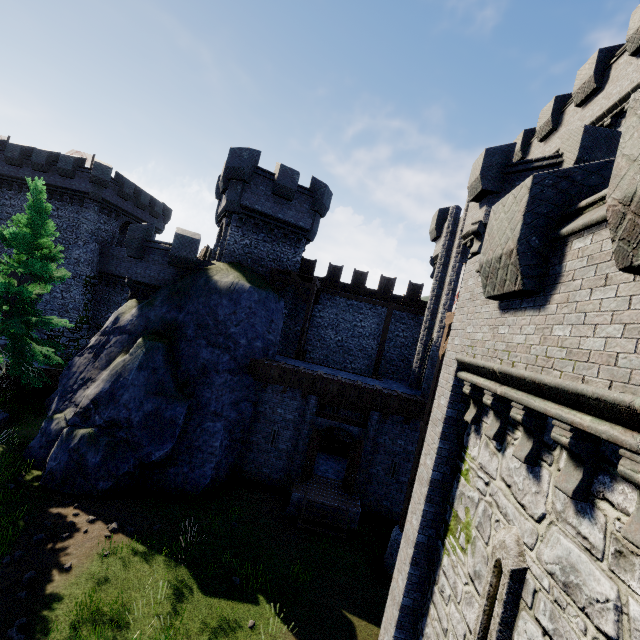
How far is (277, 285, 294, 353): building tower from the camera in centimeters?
2139cm

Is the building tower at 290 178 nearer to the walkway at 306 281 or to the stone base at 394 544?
the walkway at 306 281

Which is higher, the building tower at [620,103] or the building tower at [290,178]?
the building tower at [620,103]

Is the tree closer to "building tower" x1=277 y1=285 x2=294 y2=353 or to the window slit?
"building tower" x1=277 y1=285 x2=294 y2=353

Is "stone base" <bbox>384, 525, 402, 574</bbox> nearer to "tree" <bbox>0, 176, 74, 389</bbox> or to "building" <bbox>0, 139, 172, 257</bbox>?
"tree" <bbox>0, 176, 74, 389</bbox>

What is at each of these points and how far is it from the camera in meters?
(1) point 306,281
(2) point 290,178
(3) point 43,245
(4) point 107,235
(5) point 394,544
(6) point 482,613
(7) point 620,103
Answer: (1) walkway, 21.9 m
(2) building tower, 19.8 m
(3) tree, 16.5 m
(4) building, 30.8 m
(5) stone base, 11.7 m
(6) window slit, 5.0 m
(7) building tower, 13.2 m

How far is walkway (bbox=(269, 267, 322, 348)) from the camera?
19.30m

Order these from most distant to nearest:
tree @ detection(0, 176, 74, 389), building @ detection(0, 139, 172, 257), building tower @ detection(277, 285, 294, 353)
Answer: building @ detection(0, 139, 172, 257) < building tower @ detection(277, 285, 294, 353) < tree @ detection(0, 176, 74, 389)
